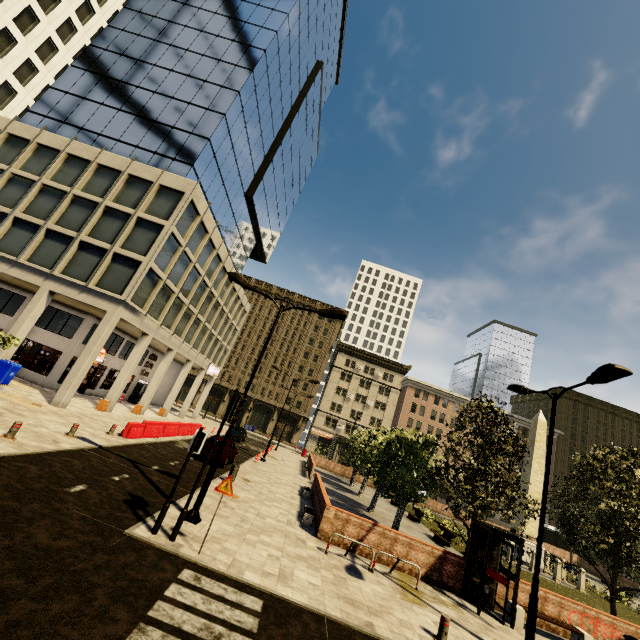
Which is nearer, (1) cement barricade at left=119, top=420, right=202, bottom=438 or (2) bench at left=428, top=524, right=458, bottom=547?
(1) cement barricade at left=119, top=420, right=202, bottom=438

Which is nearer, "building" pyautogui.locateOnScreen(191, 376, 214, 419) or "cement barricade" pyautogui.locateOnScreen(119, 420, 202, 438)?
"cement barricade" pyautogui.locateOnScreen(119, 420, 202, 438)

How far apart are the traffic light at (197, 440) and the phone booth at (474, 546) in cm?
1065

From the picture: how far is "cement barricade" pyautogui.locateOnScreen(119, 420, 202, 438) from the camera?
17.1m

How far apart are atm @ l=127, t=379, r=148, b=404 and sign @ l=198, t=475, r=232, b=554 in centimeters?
2963cm

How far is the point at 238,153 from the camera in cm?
3241

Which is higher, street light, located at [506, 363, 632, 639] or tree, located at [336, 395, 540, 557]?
street light, located at [506, 363, 632, 639]

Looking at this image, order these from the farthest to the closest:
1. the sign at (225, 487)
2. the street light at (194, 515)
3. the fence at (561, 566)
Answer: the fence at (561, 566) → the street light at (194, 515) → the sign at (225, 487)
